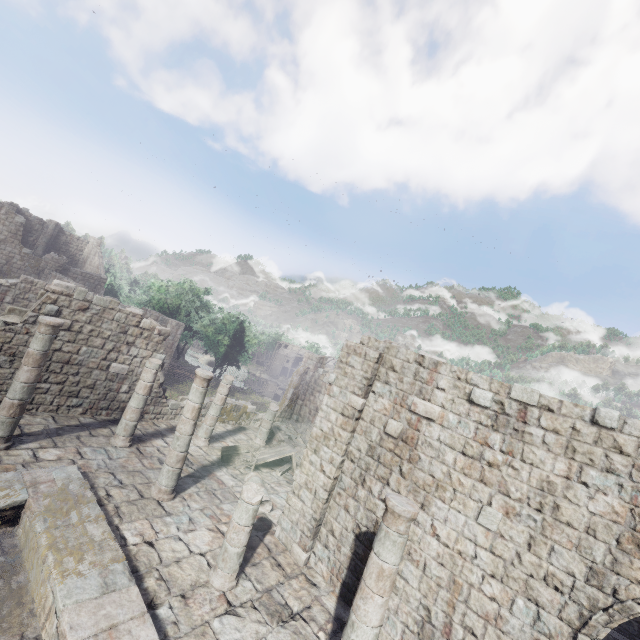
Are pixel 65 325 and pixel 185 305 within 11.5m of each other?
no
